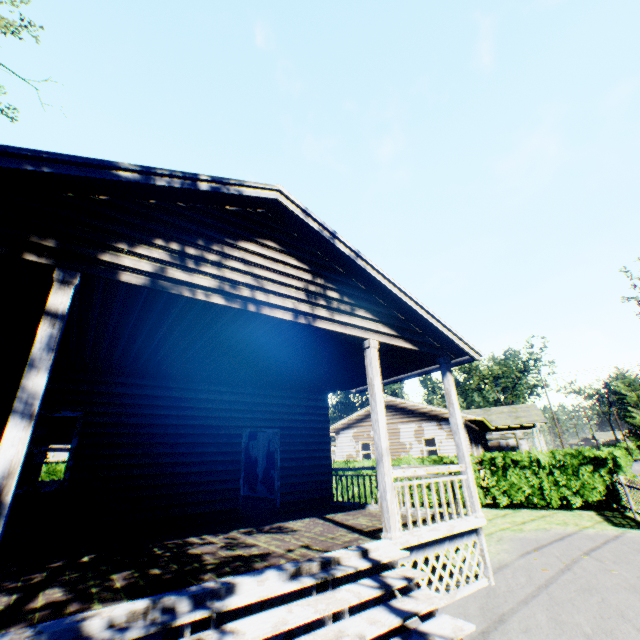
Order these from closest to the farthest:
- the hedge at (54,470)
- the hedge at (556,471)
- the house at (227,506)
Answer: the house at (227,506) → the hedge at (556,471) → the hedge at (54,470)

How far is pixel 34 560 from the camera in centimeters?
528cm

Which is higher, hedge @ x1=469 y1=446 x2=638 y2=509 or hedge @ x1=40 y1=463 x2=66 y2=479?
hedge @ x1=40 y1=463 x2=66 y2=479

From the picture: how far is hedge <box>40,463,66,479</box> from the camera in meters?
18.4 m

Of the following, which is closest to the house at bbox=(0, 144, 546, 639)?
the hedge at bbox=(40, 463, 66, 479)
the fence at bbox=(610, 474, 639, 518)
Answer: the hedge at bbox=(40, 463, 66, 479)

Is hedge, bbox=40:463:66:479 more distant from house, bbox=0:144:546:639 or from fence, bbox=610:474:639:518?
fence, bbox=610:474:639:518

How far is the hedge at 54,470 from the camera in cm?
1844
